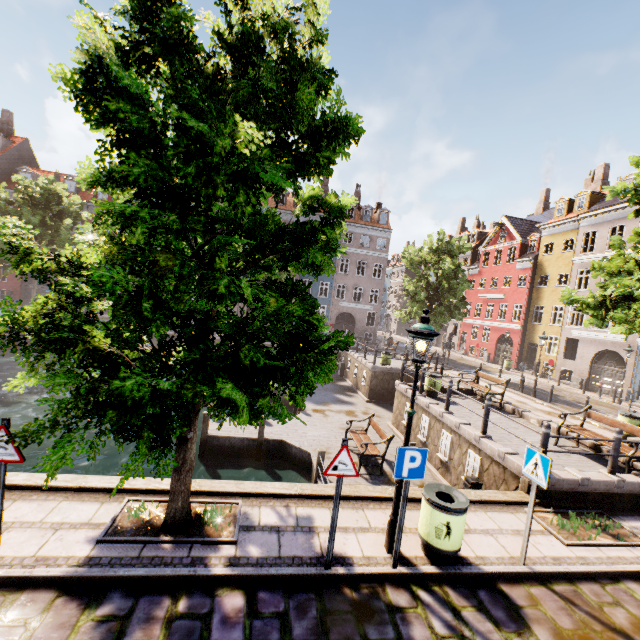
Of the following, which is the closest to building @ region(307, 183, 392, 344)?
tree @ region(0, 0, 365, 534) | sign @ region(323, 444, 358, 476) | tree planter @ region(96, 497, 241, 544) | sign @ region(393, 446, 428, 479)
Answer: tree @ region(0, 0, 365, 534)

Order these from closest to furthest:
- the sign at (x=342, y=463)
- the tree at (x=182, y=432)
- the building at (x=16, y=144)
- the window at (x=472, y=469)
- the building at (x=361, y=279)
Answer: the tree at (x=182, y=432) < the sign at (x=342, y=463) < the window at (x=472, y=469) < the building at (x=16, y=144) < the building at (x=361, y=279)

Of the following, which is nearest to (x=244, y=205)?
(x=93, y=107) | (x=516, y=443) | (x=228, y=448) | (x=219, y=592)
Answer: (x=93, y=107)

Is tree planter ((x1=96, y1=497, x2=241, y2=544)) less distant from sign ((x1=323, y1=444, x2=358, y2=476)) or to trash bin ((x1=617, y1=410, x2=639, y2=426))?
sign ((x1=323, y1=444, x2=358, y2=476))

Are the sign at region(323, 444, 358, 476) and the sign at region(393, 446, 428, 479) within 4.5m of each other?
yes

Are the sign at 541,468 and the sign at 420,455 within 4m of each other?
yes

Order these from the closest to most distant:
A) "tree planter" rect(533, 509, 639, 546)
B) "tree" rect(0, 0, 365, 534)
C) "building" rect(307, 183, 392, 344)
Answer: "tree" rect(0, 0, 365, 534) → "tree planter" rect(533, 509, 639, 546) → "building" rect(307, 183, 392, 344)

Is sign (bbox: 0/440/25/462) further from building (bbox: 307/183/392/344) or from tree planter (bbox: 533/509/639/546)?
building (bbox: 307/183/392/344)
